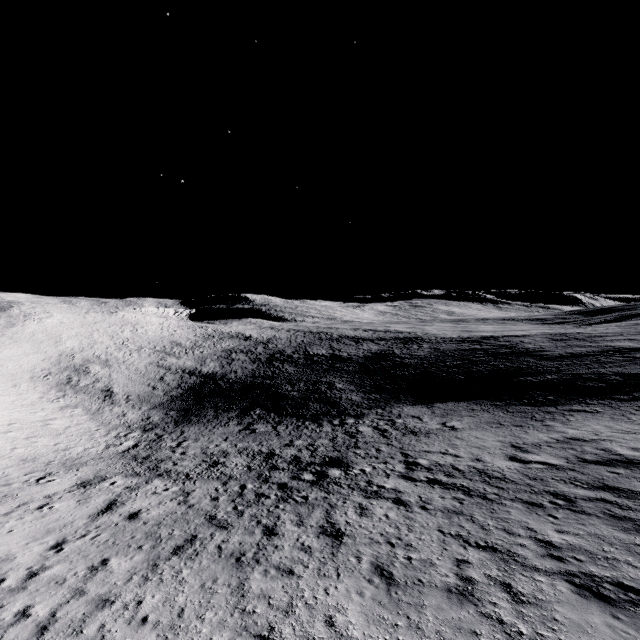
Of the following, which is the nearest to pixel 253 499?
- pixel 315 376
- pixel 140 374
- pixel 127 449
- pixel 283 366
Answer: pixel 127 449
